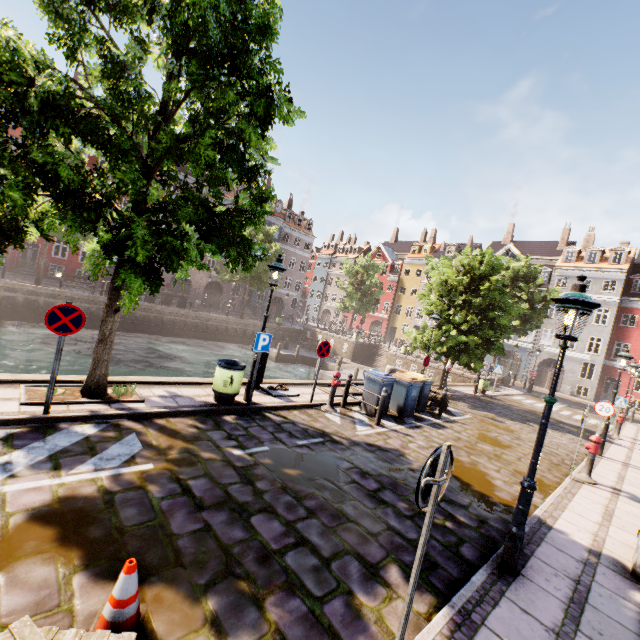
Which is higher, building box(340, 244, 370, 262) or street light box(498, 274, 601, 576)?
building box(340, 244, 370, 262)

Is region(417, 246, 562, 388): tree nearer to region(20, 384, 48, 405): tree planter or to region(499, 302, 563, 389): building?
region(20, 384, 48, 405): tree planter

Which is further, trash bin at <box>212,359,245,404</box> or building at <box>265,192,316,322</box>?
building at <box>265,192,316,322</box>

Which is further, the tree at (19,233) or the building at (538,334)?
the building at (538,334)

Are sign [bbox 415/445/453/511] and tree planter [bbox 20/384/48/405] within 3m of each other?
no

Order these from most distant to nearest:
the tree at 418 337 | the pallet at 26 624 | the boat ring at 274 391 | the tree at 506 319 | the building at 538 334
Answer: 1. the building at 538 334
2. the tree at 418 337
3. the tree at 506 319
4. the boat ring at 274 391
5. the pallet at 26 624

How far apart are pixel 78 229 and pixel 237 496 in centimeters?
469cm

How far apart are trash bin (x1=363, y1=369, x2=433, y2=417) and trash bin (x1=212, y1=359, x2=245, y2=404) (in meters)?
5.39
